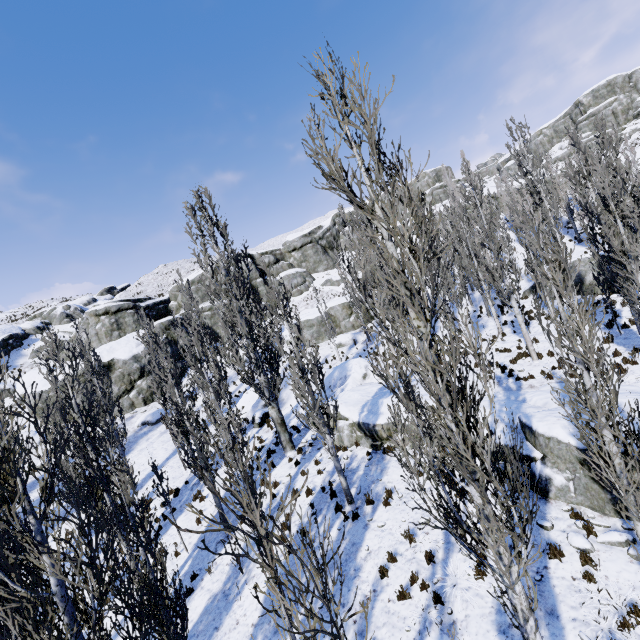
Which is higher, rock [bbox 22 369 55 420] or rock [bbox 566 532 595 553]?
rock [bbox 22 369 55 420]

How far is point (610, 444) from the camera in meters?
5.9

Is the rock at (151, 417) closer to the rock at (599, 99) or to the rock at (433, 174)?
the rock at (433, 174)

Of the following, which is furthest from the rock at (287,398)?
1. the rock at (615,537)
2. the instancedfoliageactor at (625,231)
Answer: the rock at (615,537)

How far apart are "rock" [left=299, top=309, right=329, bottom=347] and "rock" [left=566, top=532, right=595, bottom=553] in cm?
2772

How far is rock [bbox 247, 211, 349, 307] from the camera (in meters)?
47.23

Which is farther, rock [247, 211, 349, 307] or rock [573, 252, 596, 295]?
rock [247, 211, 349, 307]

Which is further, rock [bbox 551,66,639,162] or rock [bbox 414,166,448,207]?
rock [bbox 414,166,448,207]
